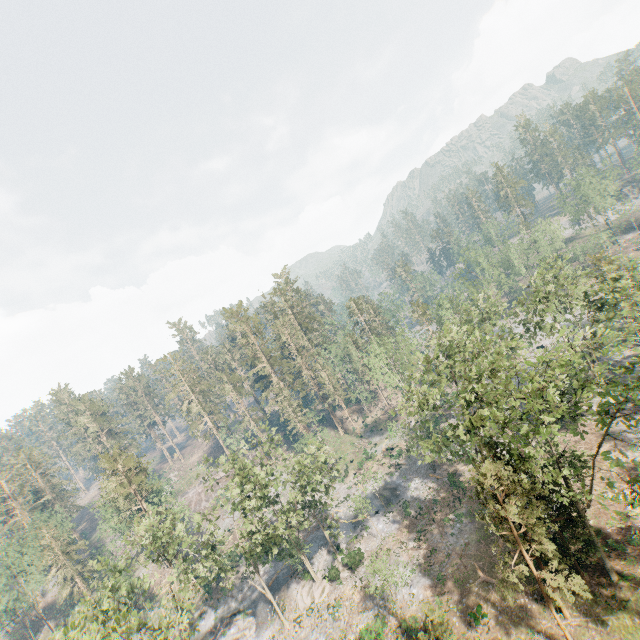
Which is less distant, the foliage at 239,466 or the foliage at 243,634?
the foliage at 239,466

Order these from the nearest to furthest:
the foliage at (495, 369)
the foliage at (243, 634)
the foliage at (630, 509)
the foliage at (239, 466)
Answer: the foliage at (630, 509)
the foliage at (495, 369)
the foliage at (239, 466)
the foliage at (243, 634)

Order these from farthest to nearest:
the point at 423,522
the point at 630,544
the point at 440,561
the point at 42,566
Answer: the point at 42,566 < the point at 423,522 < the point at 440,561 < the point at 630,544

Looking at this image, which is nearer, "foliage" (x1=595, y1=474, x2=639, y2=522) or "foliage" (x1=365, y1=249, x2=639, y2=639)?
"foliage" (x1=595, y1=474, x2=639, y2=522)

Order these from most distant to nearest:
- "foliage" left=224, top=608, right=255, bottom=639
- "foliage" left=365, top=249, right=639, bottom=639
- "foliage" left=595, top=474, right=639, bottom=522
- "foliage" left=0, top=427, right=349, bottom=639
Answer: "foliage" left=224, top=608, right=255, bottom=639 → "foliage" left=0, top=427, right=349, bottom=639 → "foliage" left=365, top=249, right=639, bottom=639 → "foliage" left=595, top=474, right=639, bottom=522
